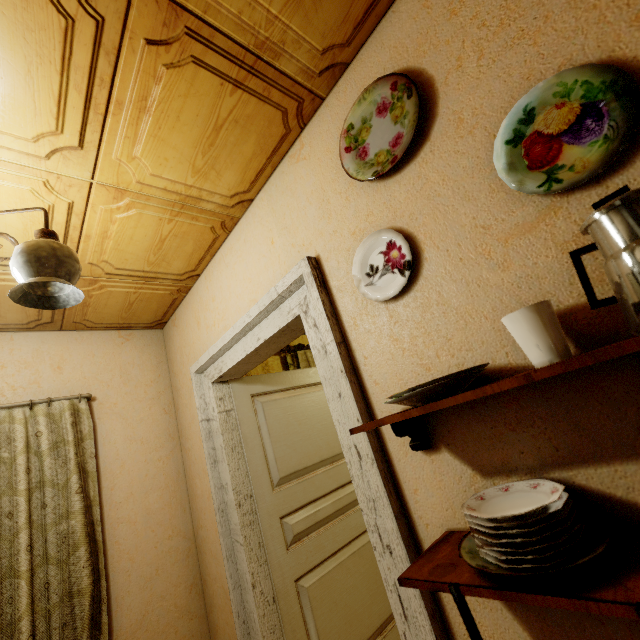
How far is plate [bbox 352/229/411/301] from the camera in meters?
1.1 m

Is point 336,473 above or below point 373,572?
above

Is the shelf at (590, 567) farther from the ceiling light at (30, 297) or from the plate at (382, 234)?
the ceiling light at (30, 297)

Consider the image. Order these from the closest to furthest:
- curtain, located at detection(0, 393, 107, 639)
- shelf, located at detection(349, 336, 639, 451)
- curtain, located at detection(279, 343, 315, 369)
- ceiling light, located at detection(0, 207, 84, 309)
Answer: shelf, located at detection(349, 336, 639, 451)
ceiling light, located at detection(0, 207, 84, 309)
curtain, located at detection(0, 393, 107, 639)
curtain, located at detection(279, 343, 315, 369)

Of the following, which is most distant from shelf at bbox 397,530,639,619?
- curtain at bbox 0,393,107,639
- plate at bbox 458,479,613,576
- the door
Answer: curtain at bbox 0,393,107,639

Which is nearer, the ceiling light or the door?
the ceiling light

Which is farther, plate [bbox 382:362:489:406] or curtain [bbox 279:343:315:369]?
curtain [bbox 279:343:315:369]

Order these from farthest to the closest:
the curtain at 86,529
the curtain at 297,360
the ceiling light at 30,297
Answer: the curtain at 297,360 → the curtain at 86,529 → the ceiling light at 30,297
